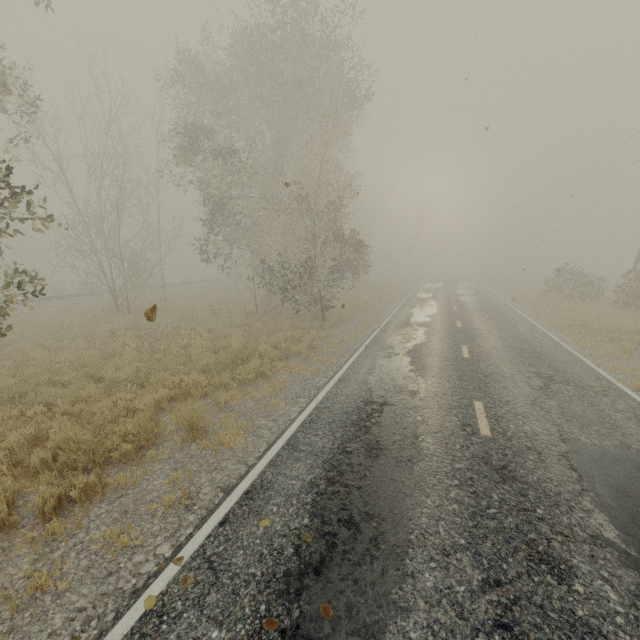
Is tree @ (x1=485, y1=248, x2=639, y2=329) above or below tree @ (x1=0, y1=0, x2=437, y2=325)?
below

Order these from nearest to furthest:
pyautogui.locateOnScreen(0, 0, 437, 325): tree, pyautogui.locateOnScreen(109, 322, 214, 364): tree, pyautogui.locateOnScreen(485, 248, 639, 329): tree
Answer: pyautogui.locateOnScreen(109, 322, 214, 364): tree → pyautogui.locateOnScreen(0, 0, 437, 325): tree → pyautogui.locateOnScreen(485, 248, 639, 329): tree

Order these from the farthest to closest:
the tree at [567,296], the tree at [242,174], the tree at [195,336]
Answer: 1. the tree at [567,296]
2. the tree at [242,174]
3. the tree at [195,336]

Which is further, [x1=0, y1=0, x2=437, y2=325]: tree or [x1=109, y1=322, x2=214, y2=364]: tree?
[x1=0, y1=0, x2=437, y2=325]: tree

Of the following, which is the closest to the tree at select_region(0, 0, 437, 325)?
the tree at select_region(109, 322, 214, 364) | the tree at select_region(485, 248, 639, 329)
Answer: the tree at select_region(109, 322, 214, 364)

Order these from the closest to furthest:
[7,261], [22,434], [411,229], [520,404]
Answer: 1. [22,434]
2. [520,404]
3. [7,261]
4. [411,229]

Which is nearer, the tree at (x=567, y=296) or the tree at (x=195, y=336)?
the tree at (x=195, y=336)

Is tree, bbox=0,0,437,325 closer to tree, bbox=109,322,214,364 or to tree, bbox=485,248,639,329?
tree, bbox=109,322,214,364
